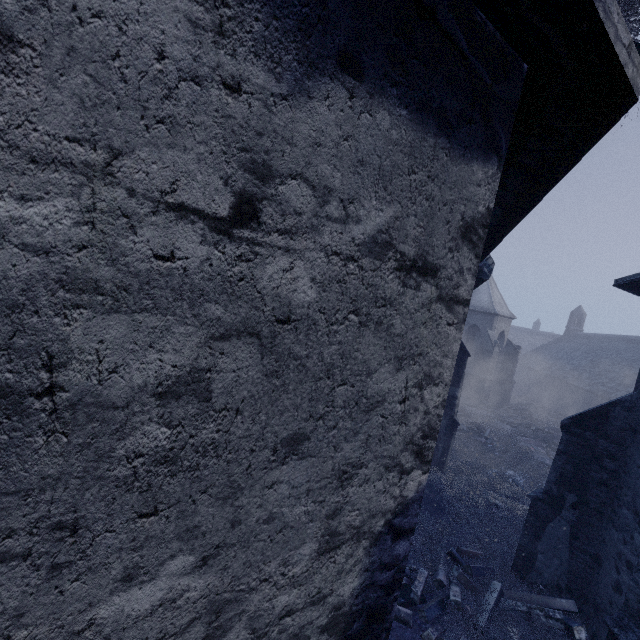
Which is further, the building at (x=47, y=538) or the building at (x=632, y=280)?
the building at (x=632, y=280)

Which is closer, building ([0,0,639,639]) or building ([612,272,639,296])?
building ([0,0,639,639])

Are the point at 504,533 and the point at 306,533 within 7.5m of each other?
no

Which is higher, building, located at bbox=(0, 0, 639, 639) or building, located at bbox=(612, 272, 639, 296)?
building, located at bbox=(612, 272, 639, 296)

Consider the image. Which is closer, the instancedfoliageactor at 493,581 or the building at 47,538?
the building at 47,538

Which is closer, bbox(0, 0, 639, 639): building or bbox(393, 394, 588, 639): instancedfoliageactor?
bbox(0, 0, 639, 639): building

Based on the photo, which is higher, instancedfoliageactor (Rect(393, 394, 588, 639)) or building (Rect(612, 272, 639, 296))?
building (Rect(612, 272, 639, 296))
